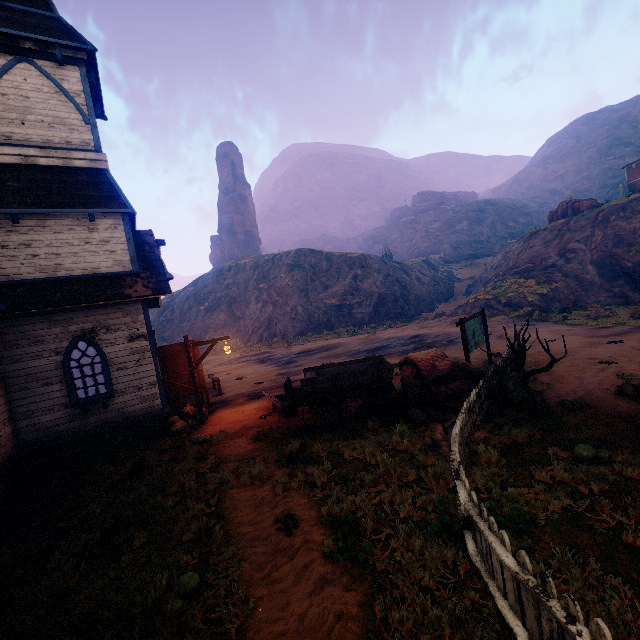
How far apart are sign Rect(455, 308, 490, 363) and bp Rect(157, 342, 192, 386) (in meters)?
9.90

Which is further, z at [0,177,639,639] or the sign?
the sign

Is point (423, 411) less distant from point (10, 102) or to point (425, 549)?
point (425, 549)

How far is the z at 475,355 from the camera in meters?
12.8 m

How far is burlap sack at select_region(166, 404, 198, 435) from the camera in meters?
11.4 m

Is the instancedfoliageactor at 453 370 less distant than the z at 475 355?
Yes

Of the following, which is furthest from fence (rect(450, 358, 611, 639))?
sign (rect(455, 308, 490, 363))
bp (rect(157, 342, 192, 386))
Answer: bp (rect(157, 342, 192, 386))

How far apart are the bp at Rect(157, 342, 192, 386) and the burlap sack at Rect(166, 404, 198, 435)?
0.51m
